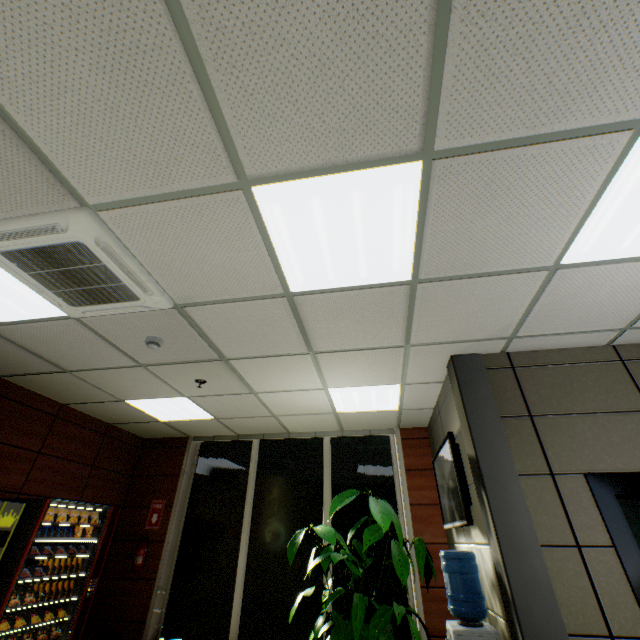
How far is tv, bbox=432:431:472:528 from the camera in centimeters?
318cm

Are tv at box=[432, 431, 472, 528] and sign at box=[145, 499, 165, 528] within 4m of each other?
no

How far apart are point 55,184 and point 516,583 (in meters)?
4.05

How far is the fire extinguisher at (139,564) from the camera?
5.1m

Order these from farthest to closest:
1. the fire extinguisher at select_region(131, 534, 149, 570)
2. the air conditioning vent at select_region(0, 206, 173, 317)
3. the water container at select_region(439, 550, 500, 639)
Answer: the fire extinguisher at select_region(131, 534, 149, 570) → the water container at select_region(439, 550, 500, 639) → the air conditioning vent at select_region(0, 206, 173, 317)

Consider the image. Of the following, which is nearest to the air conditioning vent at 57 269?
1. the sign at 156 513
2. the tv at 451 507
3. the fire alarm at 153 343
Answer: the fire alarm at 153 343

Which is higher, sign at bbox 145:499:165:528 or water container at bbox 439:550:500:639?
sign at bbox 145:499:165:528

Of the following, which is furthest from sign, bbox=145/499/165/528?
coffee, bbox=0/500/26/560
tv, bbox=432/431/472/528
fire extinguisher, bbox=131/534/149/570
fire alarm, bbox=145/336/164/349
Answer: tv, bbox=432/431/472/528
